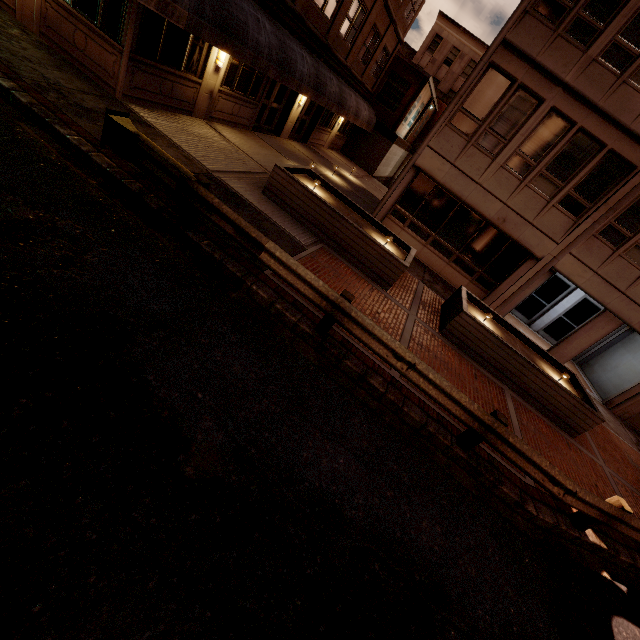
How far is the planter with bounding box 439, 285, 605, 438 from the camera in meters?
9.1 m

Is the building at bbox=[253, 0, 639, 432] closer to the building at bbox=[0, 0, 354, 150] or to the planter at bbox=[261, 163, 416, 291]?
the planter at bbox=[261, 163, 416, 291]

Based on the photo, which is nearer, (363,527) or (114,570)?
(114,570)

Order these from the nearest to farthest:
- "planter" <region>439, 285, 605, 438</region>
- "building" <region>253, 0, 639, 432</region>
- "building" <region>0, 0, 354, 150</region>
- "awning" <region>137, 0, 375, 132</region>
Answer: "awning" <region>137, 0, 375, 132</region> < "building" <region>0, 0, 354, 150</region> < "planter" <region>439, 285, 605, 438</region> < "building" <region>253, 0, 639, 432</region>

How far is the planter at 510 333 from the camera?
9.1 meters

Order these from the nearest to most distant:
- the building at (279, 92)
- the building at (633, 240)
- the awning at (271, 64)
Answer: the awning at (271, 64) → the building at (279, 92) → the building at (633, 240)

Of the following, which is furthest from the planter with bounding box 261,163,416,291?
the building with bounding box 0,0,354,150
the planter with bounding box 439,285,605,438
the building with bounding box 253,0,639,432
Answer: the building with bounding box 0,0,354,150

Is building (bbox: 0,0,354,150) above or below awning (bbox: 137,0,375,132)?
below
